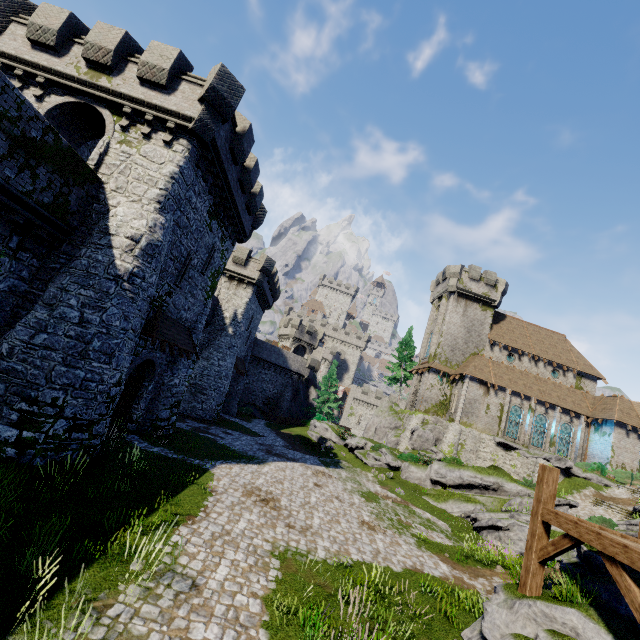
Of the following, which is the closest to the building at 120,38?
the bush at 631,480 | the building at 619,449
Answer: the building at 619,449

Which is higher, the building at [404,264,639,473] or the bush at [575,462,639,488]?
the building at [404,264,639,473]

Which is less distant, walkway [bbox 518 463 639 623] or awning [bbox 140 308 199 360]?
walkway [bbox 518 463 639 623]

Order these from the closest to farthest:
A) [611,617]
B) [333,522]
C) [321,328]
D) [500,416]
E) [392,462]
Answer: [611,617], [333,522], [392,462], [500,416], [321,328]

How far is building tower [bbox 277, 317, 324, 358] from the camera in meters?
55.9 m

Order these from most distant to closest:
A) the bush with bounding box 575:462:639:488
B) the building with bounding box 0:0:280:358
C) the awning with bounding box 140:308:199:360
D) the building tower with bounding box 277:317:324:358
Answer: the building tower with bounding box 277:317:324:358 → the bush with bounding box 575:462:639:488 → the awning with bounding box 140:308:199:360 → the building with bounding box 0:0:280:358

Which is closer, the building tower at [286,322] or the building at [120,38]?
the building at [120,38]

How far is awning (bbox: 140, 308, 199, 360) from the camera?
14.6 meters
